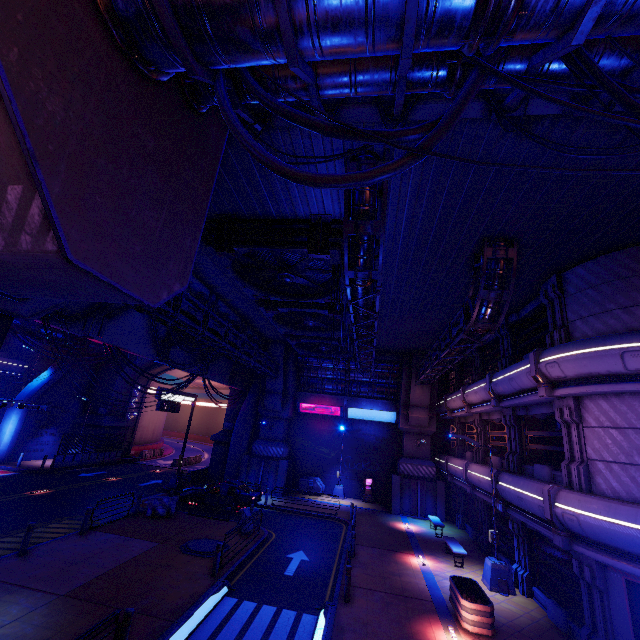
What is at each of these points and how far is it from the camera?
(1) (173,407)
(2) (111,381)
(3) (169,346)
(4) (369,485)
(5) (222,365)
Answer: (1) sign, 24.3m
(2) wall arch, 35.1m
(3) walkway, 19.1m
(4) atm, 28.9m
(5) walkway, 26.2m

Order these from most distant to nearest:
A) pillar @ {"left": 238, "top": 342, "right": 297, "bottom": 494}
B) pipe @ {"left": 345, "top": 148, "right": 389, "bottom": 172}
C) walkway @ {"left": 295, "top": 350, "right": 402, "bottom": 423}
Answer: walkway @ {"left": 295, "top": 350, "right": 402, "bottom": 423} < pillar @ {"left": 238, "top": 342, "right": 297, "bottom": 494} < pipe @ {"left": 345, "top": 148, "right": 389, "bottom": 172}

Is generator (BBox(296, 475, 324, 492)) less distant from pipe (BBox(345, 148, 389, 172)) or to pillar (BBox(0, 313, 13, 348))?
pipe (BBox(345, 148, 389, 172))

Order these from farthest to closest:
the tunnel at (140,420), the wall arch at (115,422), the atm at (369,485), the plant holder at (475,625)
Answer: the tunnel at (140,420) < the wall arch at (115,422) < the atm at (369,485) < the plant holder at (475,625)

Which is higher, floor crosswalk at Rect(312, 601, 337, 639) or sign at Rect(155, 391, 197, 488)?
sign at Rect(155, 391, 197, 488)

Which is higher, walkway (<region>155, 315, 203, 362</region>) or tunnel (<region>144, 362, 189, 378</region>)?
tunnel (<region>144, 362, 189, 378</region>)

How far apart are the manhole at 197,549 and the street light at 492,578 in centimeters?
1136cm

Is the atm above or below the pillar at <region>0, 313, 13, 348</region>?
below
